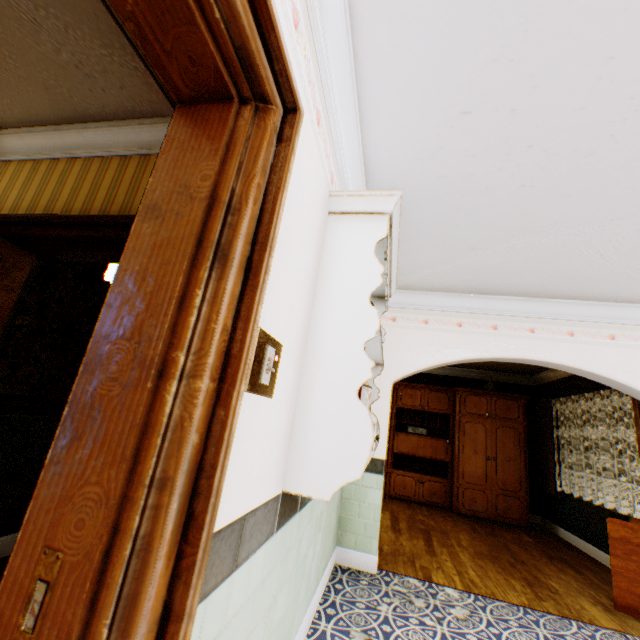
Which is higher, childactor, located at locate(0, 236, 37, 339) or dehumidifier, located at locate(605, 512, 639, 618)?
childactor, located at locate(0, 236, 37, 339)

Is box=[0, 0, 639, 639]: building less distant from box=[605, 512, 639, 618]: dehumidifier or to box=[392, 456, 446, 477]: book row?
box=[605, 512, 639, 618]: dehumidifier

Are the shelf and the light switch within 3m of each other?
yes

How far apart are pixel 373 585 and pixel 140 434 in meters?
3.5

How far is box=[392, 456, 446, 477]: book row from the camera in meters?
7.2 m

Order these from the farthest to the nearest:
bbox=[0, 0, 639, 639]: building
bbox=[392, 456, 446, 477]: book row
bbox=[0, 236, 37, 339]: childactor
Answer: bbox=[392, 456, 446, 477]: book row, bbox=[0, 236, 37, 339]: childactor, bbox=[0, 0, 639, 639]: building

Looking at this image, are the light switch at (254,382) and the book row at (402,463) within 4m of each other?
no

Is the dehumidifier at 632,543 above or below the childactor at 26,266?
below
